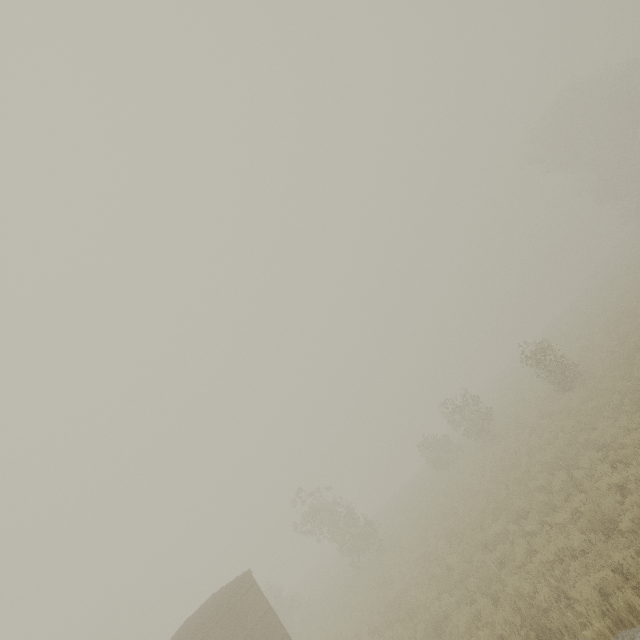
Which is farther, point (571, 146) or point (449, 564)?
point (571, 146)
